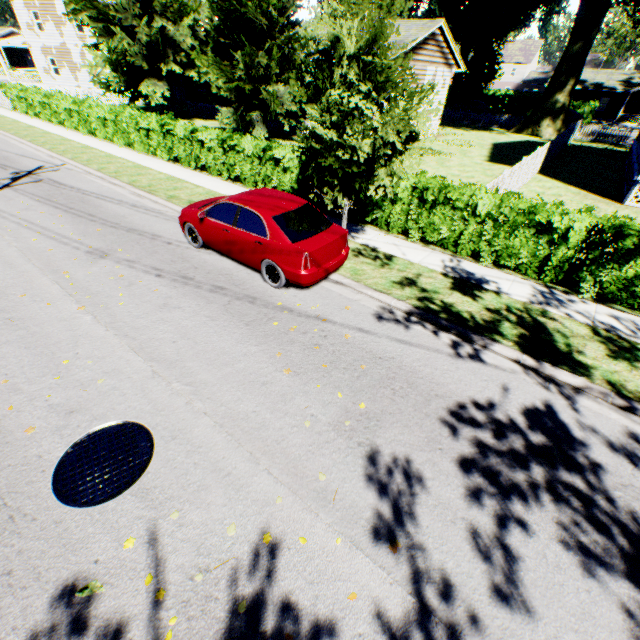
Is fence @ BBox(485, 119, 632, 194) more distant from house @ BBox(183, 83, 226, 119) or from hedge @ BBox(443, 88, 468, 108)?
hedge @ BBox(443, 88, 468, 108)

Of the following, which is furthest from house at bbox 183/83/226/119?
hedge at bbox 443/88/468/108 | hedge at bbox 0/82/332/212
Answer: hedge at bbox 443/88/468/108

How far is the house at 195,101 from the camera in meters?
27.4 m

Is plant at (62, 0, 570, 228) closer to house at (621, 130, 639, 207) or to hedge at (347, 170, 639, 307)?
house at (621, 130, 639, 207)

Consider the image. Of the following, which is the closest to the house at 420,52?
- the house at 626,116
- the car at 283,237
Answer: the car at 283,237

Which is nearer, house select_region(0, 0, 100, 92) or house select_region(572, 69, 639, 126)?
house select_region(0, 0, 100, 92)

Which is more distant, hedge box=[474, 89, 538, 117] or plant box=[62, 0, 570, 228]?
hedge box=[474, 89, 538, 117]

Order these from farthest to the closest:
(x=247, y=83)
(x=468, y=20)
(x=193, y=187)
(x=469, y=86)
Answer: (x=468, y=20)
(x=469, y=86)
(x=247, y=83)
(x=193, y=187)
